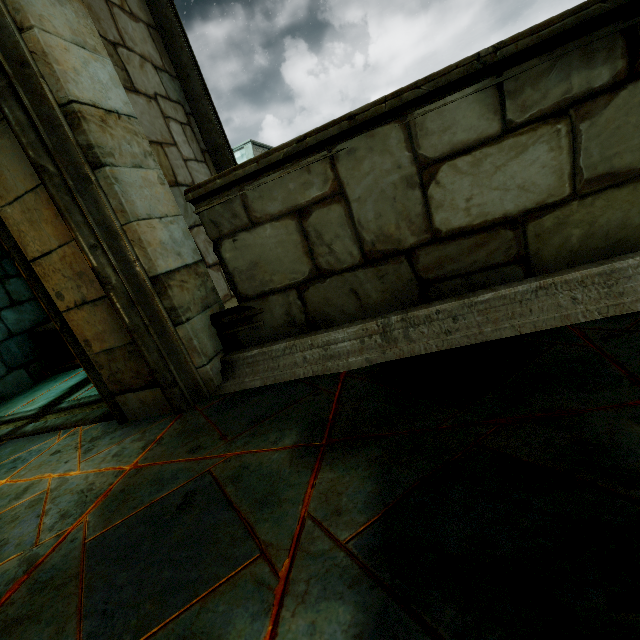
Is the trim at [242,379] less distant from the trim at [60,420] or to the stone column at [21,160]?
the stone column at [21,160]

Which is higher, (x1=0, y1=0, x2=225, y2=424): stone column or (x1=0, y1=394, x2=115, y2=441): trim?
(x1=0, y1=0, x2=225, y2=424): stone column

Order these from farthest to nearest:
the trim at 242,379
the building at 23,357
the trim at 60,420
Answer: the building at 23,357 → the trim at 60,420 → the trim at 242,379

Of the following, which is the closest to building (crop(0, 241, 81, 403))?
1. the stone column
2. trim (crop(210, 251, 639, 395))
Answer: the stone column

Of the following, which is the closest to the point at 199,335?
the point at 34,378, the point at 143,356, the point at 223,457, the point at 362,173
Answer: the point at 143,356

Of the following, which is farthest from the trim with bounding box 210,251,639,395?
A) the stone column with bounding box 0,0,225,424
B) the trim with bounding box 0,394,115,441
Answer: the trim with bounding box 0,394,115,441

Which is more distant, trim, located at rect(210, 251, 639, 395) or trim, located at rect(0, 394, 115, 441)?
trim, located at rect(0, 394, 115, 441)

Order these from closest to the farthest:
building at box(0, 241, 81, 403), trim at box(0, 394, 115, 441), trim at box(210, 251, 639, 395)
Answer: trim at box(210, 251, 639, 395), trim at box(0, 394, 115, 441), building at box(0, 241, 81, 403)
